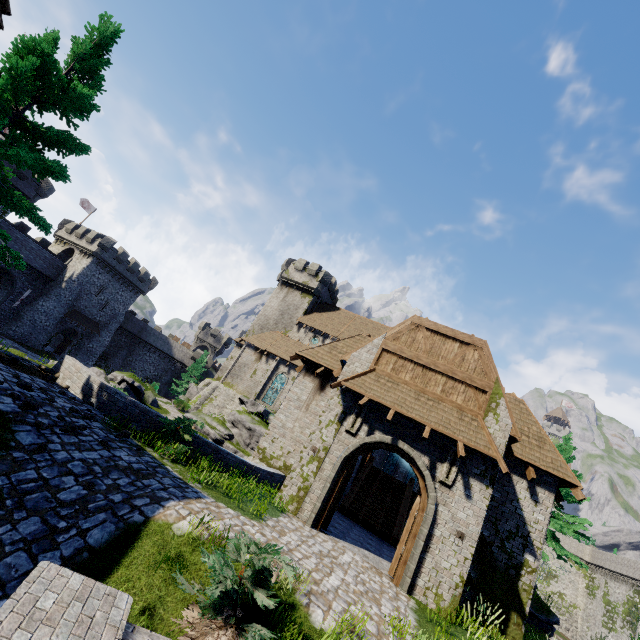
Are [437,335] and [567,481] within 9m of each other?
yes

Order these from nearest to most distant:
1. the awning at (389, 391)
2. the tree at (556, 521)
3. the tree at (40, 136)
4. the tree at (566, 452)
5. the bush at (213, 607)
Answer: the bush at (213, 607) < the tree at (40, 136) < the awning at (389, 391) < the tree at (556, 521) < the tree at (566, 452)

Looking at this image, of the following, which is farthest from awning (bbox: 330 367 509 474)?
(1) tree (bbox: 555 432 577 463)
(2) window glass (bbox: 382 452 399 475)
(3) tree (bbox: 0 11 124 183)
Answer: (2) window glass (bbox: 382 452 399 475)

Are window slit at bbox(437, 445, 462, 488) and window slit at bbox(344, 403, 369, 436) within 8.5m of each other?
yes

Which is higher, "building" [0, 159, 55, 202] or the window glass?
"building" [0, 159, 55, 202]

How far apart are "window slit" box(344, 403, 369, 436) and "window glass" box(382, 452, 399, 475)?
32.8m

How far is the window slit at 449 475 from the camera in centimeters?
1085cm

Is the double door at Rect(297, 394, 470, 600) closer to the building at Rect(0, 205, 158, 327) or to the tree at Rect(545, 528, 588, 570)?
the tree at Rect(545, 528, 588, 570)
